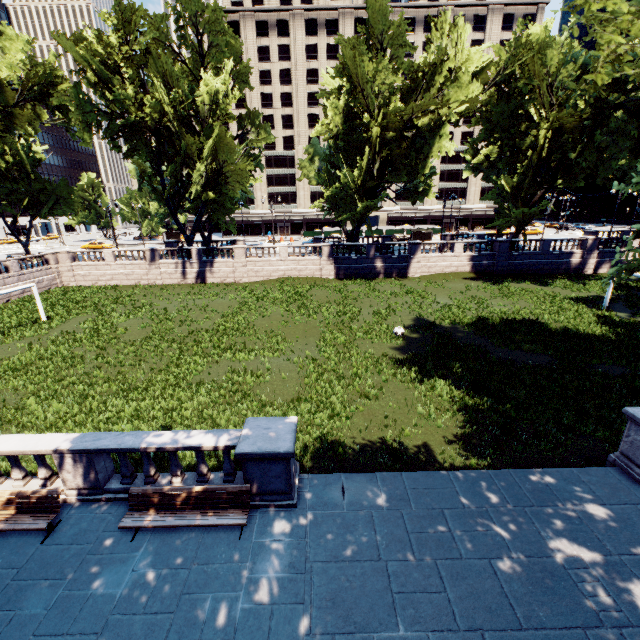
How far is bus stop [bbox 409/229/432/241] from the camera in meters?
50.3

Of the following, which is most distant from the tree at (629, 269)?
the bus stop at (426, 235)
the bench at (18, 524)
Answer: the bench at (18, 524)

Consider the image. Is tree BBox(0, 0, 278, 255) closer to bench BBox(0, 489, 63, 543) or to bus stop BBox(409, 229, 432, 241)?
bus stop BBox(409, 229, 432, 241)

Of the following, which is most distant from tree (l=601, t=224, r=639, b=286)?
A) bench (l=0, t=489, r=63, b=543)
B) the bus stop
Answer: bench (l=0, t=489, r=63, b=543)

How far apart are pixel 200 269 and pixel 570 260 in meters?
42.7

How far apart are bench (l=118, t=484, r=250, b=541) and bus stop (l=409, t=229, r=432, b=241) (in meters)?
48.53

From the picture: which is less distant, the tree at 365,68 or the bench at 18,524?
the bench at 18,524

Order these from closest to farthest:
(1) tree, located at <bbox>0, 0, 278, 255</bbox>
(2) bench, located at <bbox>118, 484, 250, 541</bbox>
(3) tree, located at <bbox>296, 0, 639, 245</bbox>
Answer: (2) bench, located at <bbox>118, 484, 250, 541</bbox> < (3) tree, located at <bbox>296, 0, 639, 245</bbox> < (1) tree, located at <bbox>0, 0, 278, 255</bbox>
